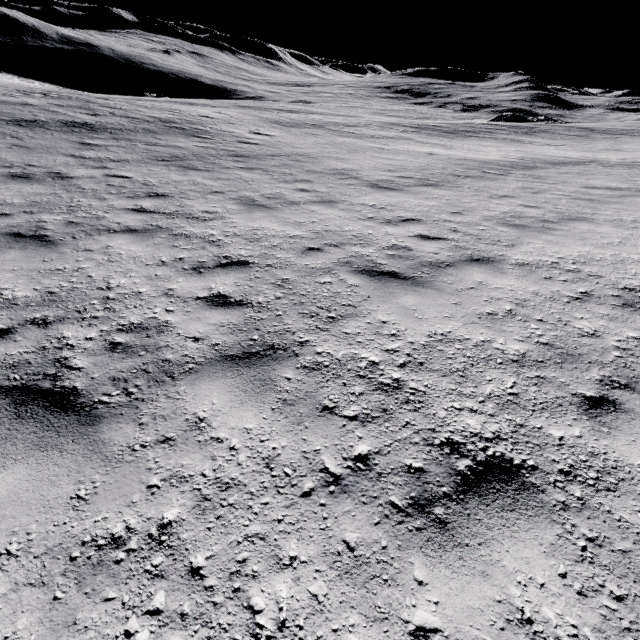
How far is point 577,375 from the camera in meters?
3.0 m
